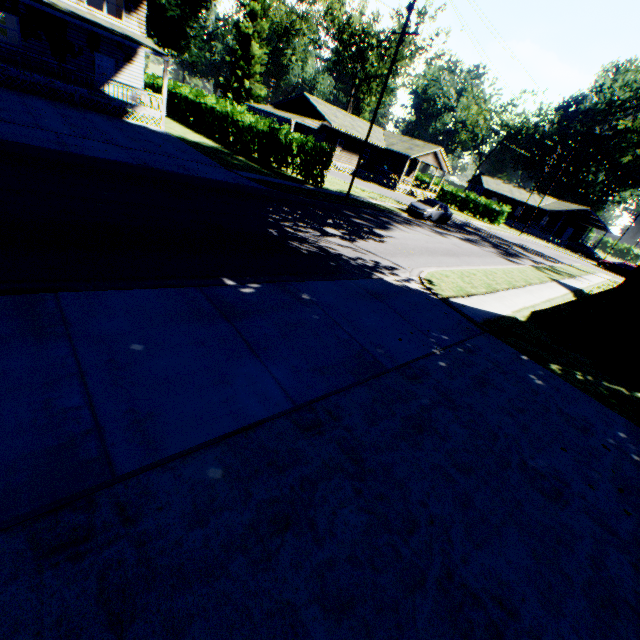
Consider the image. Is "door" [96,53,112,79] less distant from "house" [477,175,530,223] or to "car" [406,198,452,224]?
"car" [406,198,452,224]

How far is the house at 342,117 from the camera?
36.9m

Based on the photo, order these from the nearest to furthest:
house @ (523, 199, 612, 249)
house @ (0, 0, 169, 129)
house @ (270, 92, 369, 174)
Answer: house @ (0, 0, 169, 129) < house @ (270, 92, 369, 174) < house @ (523, 199, 612, 249)

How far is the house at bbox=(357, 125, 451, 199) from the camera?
41.53m

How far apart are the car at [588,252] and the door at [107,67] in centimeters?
6264cm

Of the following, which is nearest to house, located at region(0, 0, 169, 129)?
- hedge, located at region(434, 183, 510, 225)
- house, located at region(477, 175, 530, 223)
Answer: hedge, located at region(434, 183, 510, 225)

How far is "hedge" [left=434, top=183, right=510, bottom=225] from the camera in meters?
46.5 m

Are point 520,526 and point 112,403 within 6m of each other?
yes
